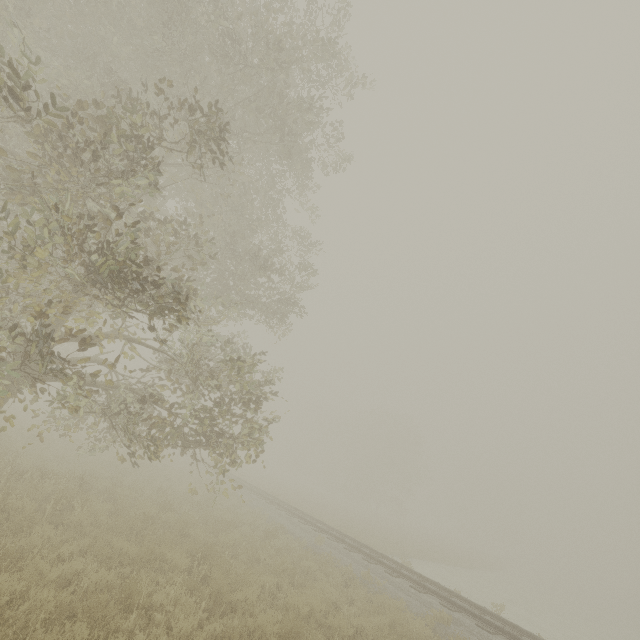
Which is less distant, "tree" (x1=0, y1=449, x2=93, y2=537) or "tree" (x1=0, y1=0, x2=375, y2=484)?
"tree" (x1=0, y1=0, x2=375, y2=484)

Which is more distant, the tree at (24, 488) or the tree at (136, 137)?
the tree at (24, 488)

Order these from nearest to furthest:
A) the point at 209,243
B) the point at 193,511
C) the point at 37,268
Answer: the point at 37,268
the point at 193,511
the point at 209,243

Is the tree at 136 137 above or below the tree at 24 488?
above

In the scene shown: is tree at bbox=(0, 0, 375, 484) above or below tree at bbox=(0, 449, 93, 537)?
above
